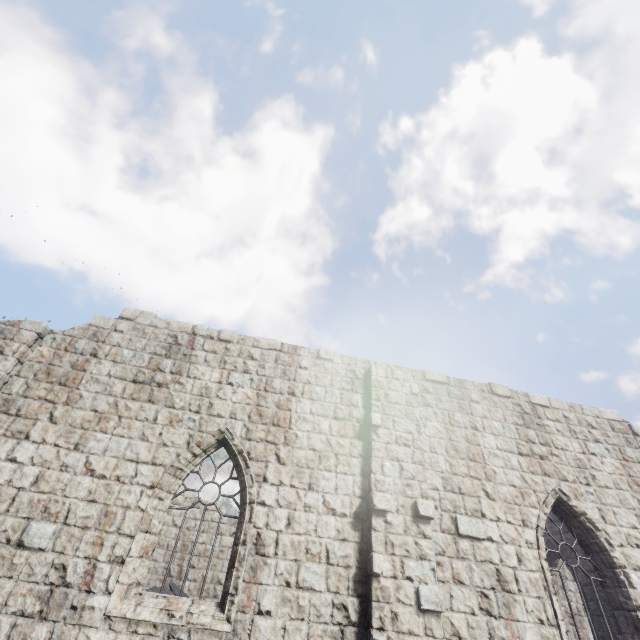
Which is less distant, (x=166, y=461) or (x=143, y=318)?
(x=166, y=461)
